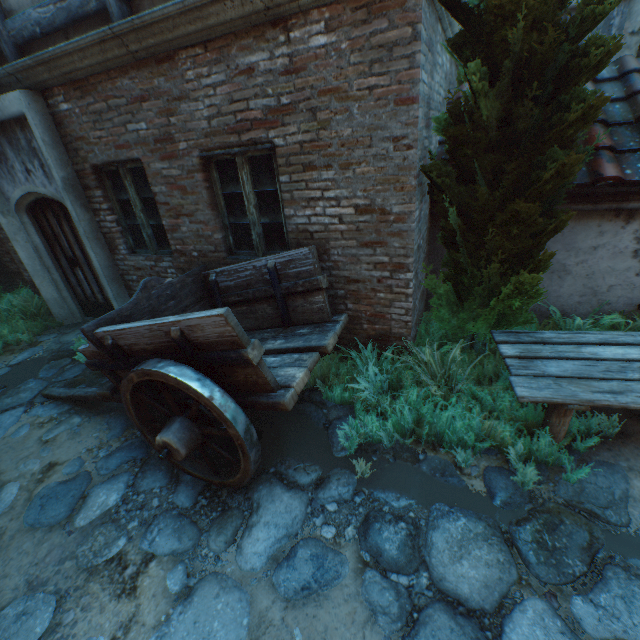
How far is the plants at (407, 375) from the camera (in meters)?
2.91

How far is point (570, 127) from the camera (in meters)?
2.50

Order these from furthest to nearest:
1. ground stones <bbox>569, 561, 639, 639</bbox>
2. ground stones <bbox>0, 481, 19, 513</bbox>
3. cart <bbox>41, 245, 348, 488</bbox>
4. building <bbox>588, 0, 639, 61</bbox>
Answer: building <bbox>588, 0, 639, 61</bbox>, ground stones <bbox>0, 481, 19, 513</bbox>, cart <bbox>41, 245, 348, 488</bbox>, ground stones <bbox>569, 561, 639, 639</bbox>

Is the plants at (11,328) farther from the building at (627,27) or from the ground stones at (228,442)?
the building at (627,27)

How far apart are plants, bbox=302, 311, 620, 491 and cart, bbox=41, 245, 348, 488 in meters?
0.1 m

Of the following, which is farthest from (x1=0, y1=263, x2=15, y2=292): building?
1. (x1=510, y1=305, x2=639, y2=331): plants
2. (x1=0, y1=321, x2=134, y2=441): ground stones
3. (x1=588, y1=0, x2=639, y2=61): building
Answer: (x1=588, y1=0, x2=639, y2=61): building

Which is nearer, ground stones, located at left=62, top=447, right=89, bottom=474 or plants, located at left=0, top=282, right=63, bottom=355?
ground stones, located at left=62, top=447, right=89, bottom=474

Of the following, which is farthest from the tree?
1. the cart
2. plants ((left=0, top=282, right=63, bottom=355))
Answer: plants ((left=0, top=282, right=63, bottom=355))
